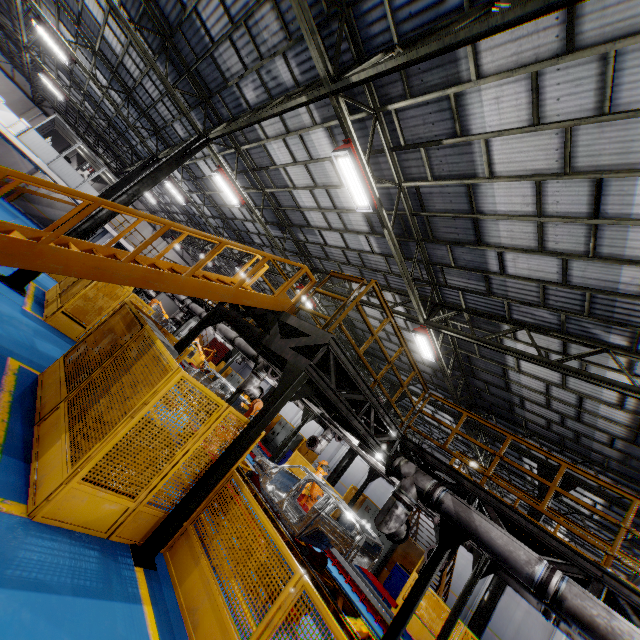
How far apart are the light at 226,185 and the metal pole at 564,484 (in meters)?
16.46

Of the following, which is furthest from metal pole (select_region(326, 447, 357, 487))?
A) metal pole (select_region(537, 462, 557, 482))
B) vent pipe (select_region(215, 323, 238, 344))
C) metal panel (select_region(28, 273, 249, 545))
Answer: vent pipe (select_region(215, 323, 238, 344))

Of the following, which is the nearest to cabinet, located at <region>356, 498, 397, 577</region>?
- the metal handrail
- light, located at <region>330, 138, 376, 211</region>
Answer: the metal handrail

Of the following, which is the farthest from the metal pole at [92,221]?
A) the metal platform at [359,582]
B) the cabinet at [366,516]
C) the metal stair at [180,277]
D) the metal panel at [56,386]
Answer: the cabinet at [366,516]

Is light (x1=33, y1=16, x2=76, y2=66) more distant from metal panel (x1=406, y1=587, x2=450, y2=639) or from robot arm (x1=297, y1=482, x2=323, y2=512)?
robot arm (x1=297, y1=482, x2=323, y2=512)

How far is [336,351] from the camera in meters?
5.6 m

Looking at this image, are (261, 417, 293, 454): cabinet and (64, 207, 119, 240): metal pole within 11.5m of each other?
no

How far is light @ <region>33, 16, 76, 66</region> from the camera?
13.75m
